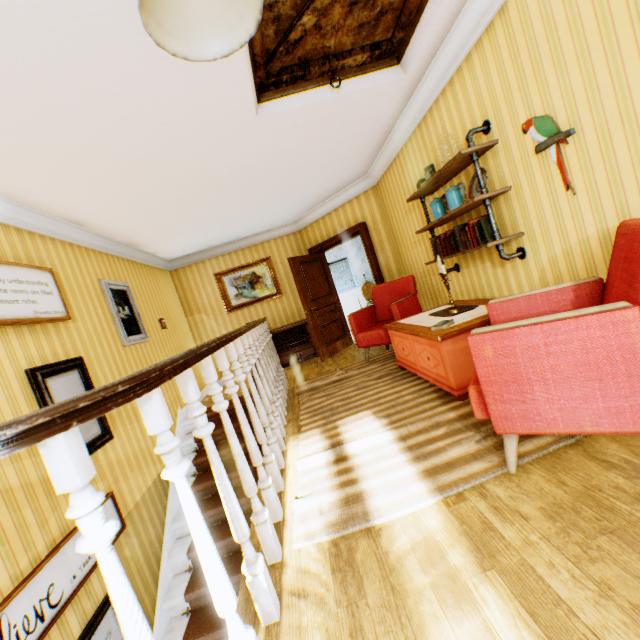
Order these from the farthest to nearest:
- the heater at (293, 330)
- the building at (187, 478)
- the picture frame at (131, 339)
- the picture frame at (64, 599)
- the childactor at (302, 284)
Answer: the heater at (293, 330), the childactor at (302, 284), the picture frame at (131, 339), the picture frame at (64, 599), the building at (187, 478)

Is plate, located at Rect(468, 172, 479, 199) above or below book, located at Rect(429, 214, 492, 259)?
above

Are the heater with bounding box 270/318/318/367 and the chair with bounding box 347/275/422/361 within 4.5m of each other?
yes

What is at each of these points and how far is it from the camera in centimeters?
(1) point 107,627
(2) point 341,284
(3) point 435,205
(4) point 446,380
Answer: (1) picture frame, 281cm
(2) blinds, 1187cm
(3) jar, 374cm
(4) table, 297cm

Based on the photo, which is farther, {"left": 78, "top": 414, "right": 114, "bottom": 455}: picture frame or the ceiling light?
{"left": 78, "top": 414, "right": 114, "bottom": 455}: picture frame

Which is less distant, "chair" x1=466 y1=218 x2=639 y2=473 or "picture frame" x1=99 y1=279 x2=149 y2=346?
"chair" x1=466 y1=218 x2=639 y2=473

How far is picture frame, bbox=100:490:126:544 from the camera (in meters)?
3.21

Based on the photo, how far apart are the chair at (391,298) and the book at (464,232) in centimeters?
90cm
